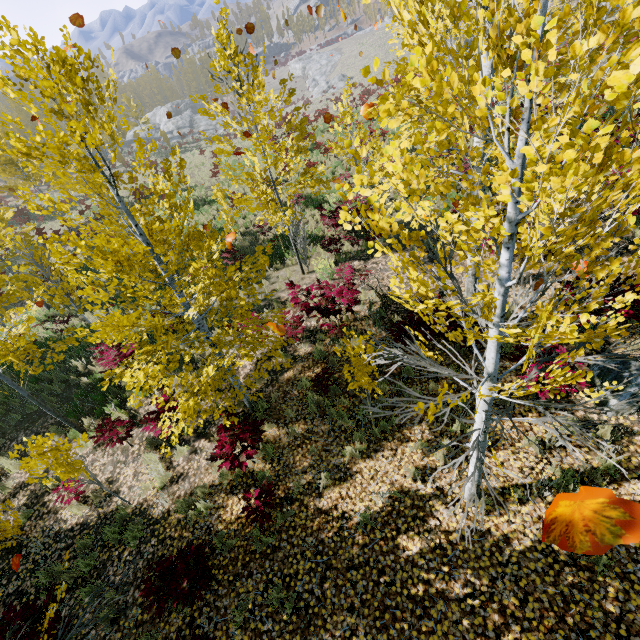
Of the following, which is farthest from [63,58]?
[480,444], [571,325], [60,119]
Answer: [480,444]

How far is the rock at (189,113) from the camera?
49.84m

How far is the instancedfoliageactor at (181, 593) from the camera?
4.20m

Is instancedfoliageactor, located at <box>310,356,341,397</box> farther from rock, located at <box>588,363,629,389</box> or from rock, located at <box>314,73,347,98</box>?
rock, located at <box>314,73,347,98</box>

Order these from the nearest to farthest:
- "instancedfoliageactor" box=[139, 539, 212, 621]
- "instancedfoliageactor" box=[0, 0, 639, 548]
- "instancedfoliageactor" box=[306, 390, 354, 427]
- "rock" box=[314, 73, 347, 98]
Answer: "instancedfoliageactor" box=[0, 0, 639, 548], "instancedfoliageactor" box=[139, 539, 212, 621], "instancedfoliageactor" box=[306, 390, 354, 427], "rock" box=[314, 73, 347, 98]

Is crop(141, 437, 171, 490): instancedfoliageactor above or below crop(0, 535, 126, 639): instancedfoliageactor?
below

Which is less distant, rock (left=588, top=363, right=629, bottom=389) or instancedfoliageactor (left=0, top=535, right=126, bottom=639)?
instancedfoliageactor (left=0, top=535, right=126, bottom=639)

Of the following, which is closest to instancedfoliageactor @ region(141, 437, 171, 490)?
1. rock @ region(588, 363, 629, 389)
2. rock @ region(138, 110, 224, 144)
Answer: rock @ region(588, 363, 629, 389)
